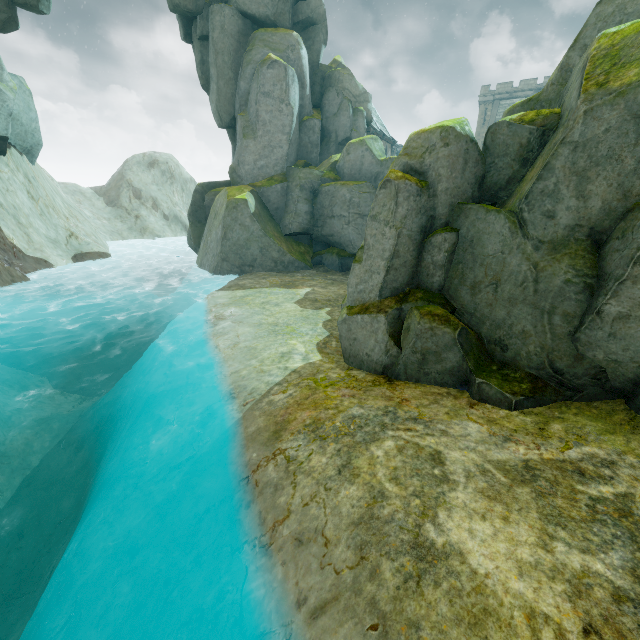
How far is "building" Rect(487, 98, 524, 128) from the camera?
47.1m

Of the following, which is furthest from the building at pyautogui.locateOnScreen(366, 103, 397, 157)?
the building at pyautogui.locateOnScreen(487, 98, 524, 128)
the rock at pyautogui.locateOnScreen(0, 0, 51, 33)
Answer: the building at pyautogui.locateOnScreen(487, 98, 524, 128)

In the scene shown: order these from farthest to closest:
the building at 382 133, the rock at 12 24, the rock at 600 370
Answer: the building at 382 133, the rock at 12 24, the rock at 600 370

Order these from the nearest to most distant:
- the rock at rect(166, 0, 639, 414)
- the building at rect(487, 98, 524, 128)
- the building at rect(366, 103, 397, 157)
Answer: the rock at rect(166, 0, 639, 414)
the building at rect(366, 103, 397, 157)
the building at rect(487, 98, 524, 128)

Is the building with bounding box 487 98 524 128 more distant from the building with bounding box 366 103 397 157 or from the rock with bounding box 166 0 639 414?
the rock with bounding box 166 0 639 414

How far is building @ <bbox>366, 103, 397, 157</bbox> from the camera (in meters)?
37.22

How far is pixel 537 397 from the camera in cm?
574

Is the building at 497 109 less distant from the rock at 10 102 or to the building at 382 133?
the building at 382 133
